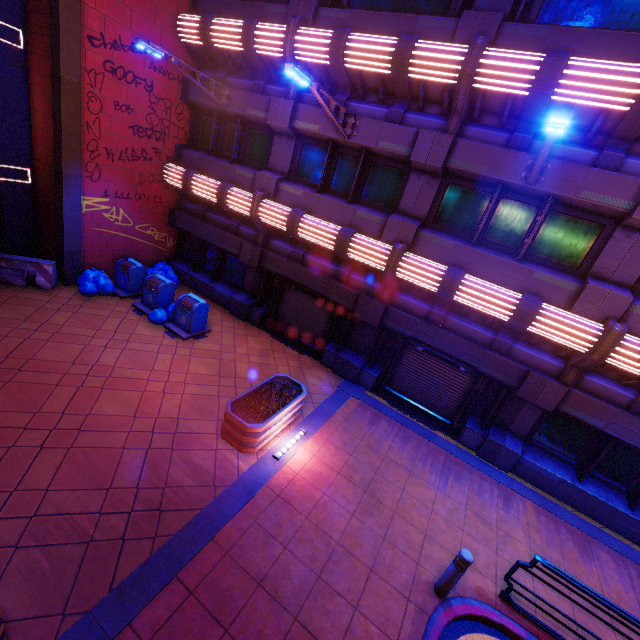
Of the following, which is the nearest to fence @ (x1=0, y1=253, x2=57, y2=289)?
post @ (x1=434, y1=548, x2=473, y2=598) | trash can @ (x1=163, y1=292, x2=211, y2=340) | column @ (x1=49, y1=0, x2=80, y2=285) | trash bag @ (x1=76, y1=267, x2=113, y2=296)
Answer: column @ (x1=49, y1=0, x2=80, y2=285)

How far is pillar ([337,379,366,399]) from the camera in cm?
1029

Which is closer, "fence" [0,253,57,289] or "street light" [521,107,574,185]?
"street light" [521,107,574,185]

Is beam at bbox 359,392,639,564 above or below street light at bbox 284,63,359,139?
below

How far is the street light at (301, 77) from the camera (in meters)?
6.56

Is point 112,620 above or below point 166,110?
below

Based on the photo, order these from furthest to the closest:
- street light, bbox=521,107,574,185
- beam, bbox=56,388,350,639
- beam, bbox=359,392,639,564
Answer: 1. beam, bbox=359,392,639,564
2. street light, bbox=521,107,574,185
3. beam, bbox=56,388,350,639

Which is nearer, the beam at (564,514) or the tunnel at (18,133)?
the beam at (564,514)
